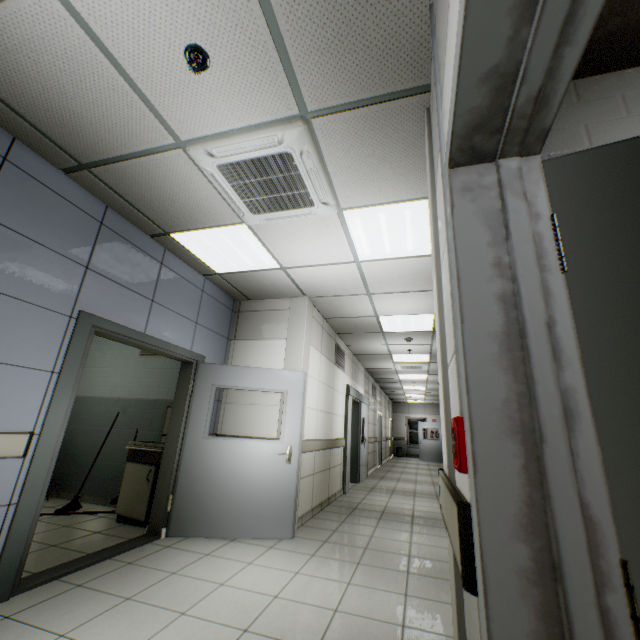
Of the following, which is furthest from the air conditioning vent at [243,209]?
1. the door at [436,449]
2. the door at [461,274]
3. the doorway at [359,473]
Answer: the door at [436,449]

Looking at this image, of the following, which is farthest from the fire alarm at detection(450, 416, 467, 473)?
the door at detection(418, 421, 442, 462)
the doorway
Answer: the door at detection(418, 421, 442, 462)

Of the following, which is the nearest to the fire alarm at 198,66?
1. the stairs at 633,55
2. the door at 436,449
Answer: the stairs at 633,55

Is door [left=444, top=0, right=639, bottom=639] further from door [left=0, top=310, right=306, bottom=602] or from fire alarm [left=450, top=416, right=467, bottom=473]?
door [left=0, top=310, right=306, bottom=602]

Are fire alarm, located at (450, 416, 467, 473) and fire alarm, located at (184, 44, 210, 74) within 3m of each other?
yes

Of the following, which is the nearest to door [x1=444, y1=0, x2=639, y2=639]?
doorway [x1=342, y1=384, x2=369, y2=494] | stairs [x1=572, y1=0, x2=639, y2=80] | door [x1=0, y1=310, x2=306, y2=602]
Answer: stairs [x1=572, y1=0, x2=639, y2=80]

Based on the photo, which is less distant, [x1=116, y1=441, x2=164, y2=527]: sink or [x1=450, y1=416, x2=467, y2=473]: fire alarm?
[x1=450, y1=416, x2=467, y2=473]: fire alarm

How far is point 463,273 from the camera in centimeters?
88cm
